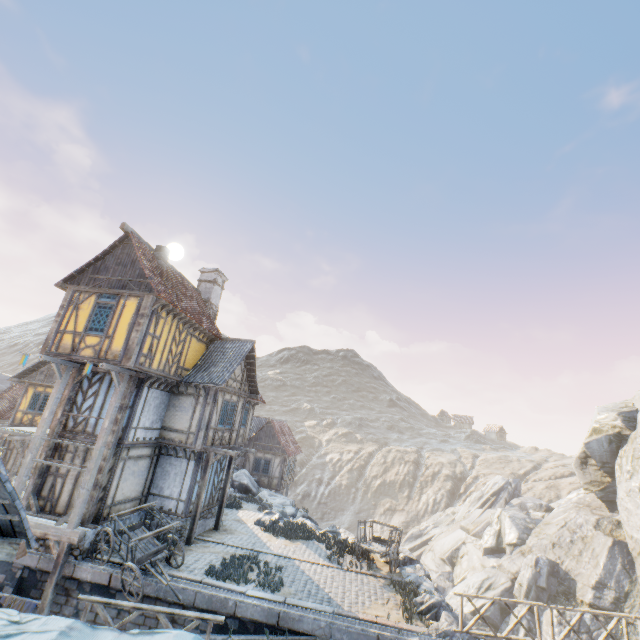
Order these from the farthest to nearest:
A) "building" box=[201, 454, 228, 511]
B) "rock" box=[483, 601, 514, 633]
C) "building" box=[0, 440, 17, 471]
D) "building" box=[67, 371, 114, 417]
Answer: "rock" box=[483, 601, 514, 633]
"building" box=[0, 440, 17, 471]
"building" box=[201, 454, 228, 511]
"building" box=[67, 371, 114, 417]

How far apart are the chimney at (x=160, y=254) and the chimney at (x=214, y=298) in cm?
459

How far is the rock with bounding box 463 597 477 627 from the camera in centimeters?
1145cm

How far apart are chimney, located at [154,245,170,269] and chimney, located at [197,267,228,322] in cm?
459

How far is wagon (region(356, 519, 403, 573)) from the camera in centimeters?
1451cm

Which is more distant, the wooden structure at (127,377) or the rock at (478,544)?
the rock at (478,544)

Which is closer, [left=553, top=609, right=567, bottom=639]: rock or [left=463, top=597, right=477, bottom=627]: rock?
[left=463, top=597, right=477, bottom=627]: rock

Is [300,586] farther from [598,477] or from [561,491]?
[561,491]
